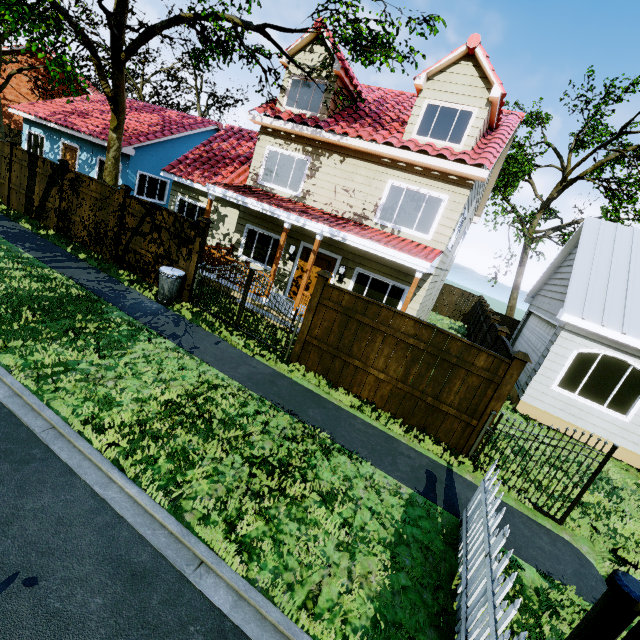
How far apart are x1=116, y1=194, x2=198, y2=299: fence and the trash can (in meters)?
0.05

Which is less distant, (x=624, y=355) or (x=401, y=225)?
(x=624, y=355)

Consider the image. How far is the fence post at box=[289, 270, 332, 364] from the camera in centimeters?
753cm

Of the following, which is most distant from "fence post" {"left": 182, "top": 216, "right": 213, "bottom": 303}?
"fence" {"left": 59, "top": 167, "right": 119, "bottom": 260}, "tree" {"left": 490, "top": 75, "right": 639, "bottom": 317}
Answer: "tree" {"left": 490, "top": 75, "right": 639, "bottom": 317}

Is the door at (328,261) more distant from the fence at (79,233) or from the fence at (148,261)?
the fence at (79,233)

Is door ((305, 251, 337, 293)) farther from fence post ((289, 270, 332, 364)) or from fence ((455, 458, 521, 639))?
fence ((455, 458, 521, 639))

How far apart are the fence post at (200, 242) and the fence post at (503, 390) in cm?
793

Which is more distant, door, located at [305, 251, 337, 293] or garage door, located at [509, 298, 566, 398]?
door, located at [305, 251, 337, 293]
